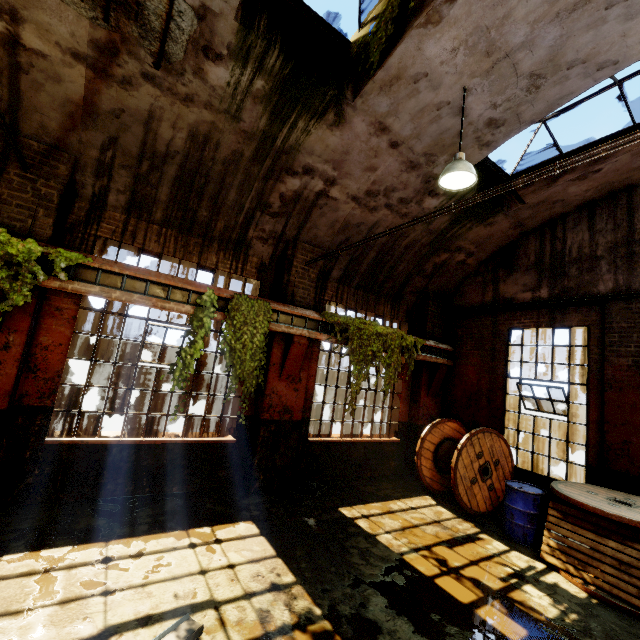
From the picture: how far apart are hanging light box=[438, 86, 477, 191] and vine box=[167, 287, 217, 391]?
4.33m

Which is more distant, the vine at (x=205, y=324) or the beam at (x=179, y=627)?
the vine at (x=205, y=324)

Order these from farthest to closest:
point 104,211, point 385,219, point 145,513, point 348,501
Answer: point 385,219 < point 348,501 < point 104,211 < point 145,513

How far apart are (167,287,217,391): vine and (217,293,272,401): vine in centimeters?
14cm

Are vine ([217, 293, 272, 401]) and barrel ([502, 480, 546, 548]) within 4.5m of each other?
no

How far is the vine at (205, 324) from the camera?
5.62m

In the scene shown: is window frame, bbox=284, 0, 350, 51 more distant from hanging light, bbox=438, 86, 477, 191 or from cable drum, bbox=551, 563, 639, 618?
cable drum, bbox=551, 563, 639, 618

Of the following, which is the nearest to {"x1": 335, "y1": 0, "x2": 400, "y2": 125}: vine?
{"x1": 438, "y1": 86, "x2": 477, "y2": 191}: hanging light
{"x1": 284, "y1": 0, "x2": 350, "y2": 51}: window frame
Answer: {"x1": 284, "y1": 0, "x2": 350, "y2": 51}: window frame
